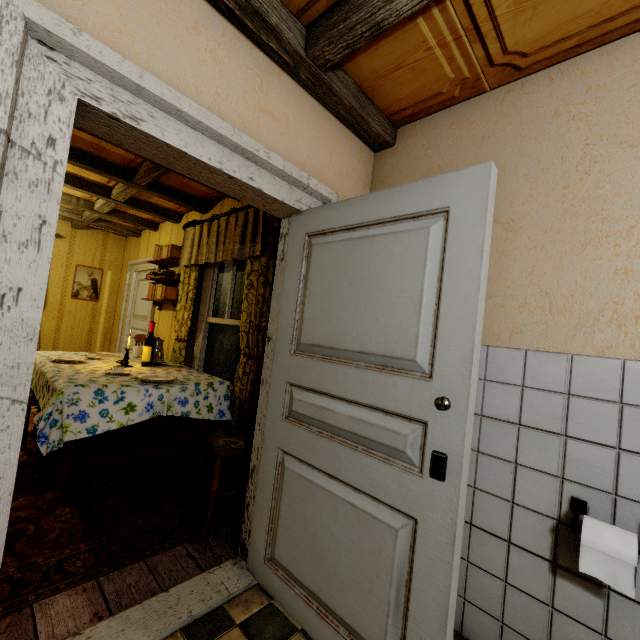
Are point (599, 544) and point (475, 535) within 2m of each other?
yes

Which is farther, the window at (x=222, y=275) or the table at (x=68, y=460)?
the window at (x=222, y=275)

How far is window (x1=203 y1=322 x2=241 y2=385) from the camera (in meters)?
3.41

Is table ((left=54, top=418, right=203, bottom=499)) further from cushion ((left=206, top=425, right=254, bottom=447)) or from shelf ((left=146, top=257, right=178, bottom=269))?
shelf ((left=146, top=257, right=178, bottom=269))

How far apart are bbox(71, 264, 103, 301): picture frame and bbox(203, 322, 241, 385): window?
3.7 meters

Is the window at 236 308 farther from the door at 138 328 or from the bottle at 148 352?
the door at 138 328

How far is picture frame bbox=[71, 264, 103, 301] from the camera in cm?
588

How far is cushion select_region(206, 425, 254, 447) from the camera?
2.21m
